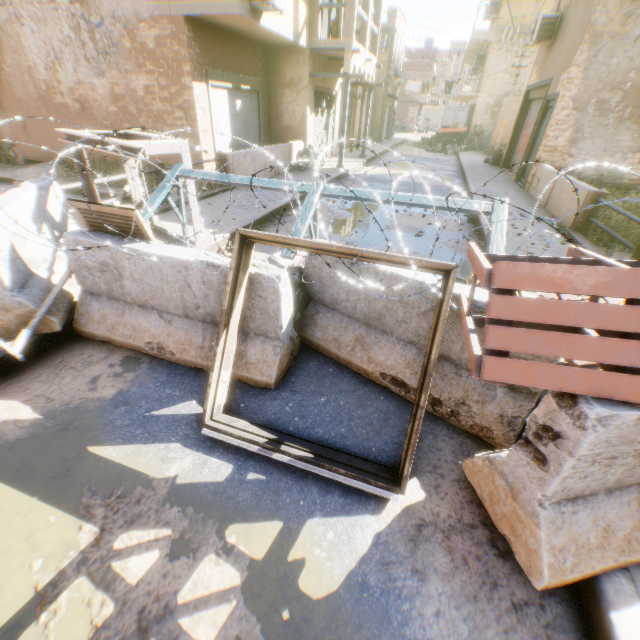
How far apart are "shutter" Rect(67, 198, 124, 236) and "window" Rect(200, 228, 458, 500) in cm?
116

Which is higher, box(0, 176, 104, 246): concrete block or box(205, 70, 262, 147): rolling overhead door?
box(205, 70, 262, 147): rolling overhead door

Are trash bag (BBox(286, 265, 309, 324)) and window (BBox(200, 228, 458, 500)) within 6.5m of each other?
yes

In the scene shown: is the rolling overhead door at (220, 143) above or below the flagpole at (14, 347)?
above

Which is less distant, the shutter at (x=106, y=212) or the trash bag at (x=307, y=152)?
the shutter at (x=106, y=212)

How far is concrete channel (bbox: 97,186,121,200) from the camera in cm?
1007

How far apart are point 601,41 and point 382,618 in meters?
14.0

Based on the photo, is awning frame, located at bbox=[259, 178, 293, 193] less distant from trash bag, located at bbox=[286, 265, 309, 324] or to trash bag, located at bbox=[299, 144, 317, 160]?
trash bag, located at bbox=[286, 265, 309, 324]
